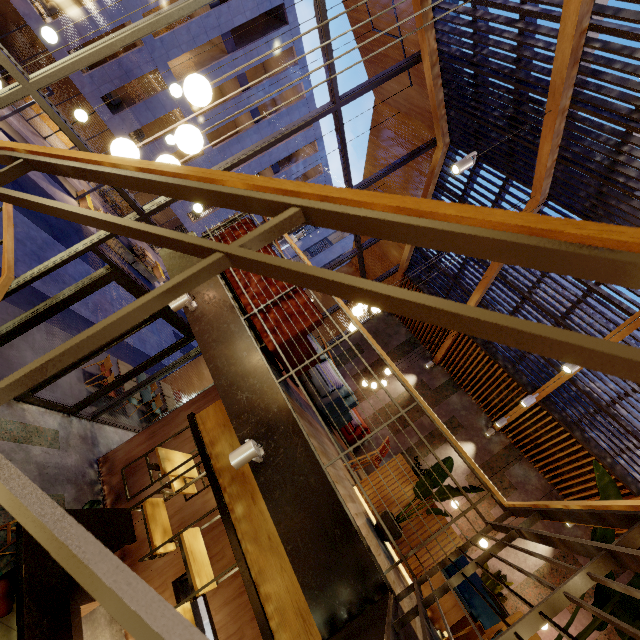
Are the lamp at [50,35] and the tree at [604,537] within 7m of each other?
no

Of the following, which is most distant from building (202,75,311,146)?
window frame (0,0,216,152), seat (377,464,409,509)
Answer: Result: seat (377,464,409,509)

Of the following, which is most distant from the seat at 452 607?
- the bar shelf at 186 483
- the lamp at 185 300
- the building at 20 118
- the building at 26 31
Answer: the building at 20 118

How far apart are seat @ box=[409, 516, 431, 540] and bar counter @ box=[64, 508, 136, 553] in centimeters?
398cm

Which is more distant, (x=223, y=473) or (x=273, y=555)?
(x=223, y=473)

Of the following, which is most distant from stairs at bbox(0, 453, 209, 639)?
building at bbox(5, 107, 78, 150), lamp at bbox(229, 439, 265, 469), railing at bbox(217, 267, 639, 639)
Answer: building at bbox(5, 107, 78, 150)

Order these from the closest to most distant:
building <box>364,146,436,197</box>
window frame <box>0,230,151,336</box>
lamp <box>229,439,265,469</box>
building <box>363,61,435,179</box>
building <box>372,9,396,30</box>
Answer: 1. lamp <box>229,439,265,469</box>
2. window frame <box>0,230,151,336</box>
3. building <box>372,9,396,30</box>
4. building <box>363,61,435,179</box>
5. building <box>364,146,436,197</box>

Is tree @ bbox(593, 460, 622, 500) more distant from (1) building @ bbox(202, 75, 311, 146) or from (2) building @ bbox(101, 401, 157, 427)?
(1) building @ bbox(202, 75, 311, 146)
